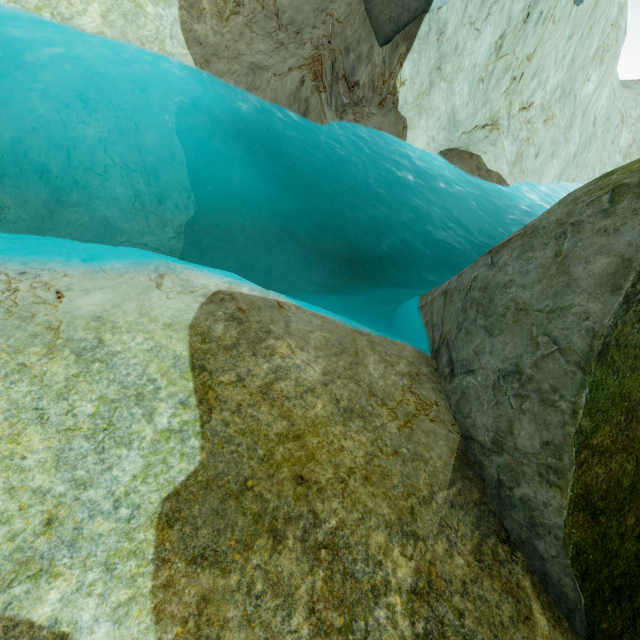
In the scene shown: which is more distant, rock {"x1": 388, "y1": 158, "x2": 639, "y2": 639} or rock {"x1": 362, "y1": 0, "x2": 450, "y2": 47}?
rock {"x1": 362, "y1": 0, "x2": 450, "y2": 47}

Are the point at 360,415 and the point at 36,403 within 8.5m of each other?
yes

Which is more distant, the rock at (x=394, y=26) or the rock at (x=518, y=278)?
the rock at (x=394, y=26)
